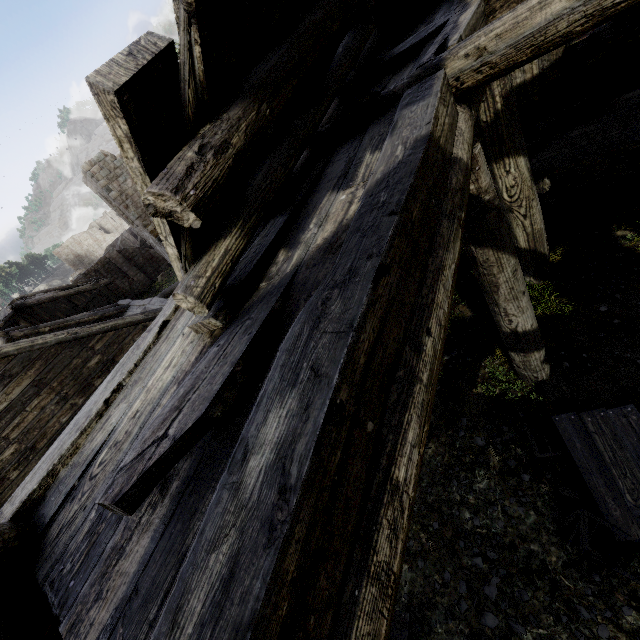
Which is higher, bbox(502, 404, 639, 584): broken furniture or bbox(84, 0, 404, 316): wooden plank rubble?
bbox(84, 0, 404, 316): wooden plank rubble

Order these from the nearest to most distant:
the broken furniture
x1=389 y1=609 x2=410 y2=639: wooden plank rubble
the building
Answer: the building → the broken furniture → x1=389 y1=609 x2=410 y2=639: wooden plank rubble

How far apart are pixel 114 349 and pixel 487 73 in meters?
11.3

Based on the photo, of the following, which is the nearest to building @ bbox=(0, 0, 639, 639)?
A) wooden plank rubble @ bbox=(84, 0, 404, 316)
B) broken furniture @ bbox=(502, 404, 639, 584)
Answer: wooden plank rubble @ bbox=(84, 0, 404, 316)

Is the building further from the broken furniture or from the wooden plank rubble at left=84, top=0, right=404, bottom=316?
the broken furniture

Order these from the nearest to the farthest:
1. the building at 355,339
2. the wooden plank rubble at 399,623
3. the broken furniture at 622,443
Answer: the building at 355,339
the broken furniture at 622,443
the wooden plank rubble at 399,623

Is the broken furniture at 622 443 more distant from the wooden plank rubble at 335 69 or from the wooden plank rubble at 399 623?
the wooden plank rubble at 335 69

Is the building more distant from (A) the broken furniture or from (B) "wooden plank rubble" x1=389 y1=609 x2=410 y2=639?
(A) the broken furniture
